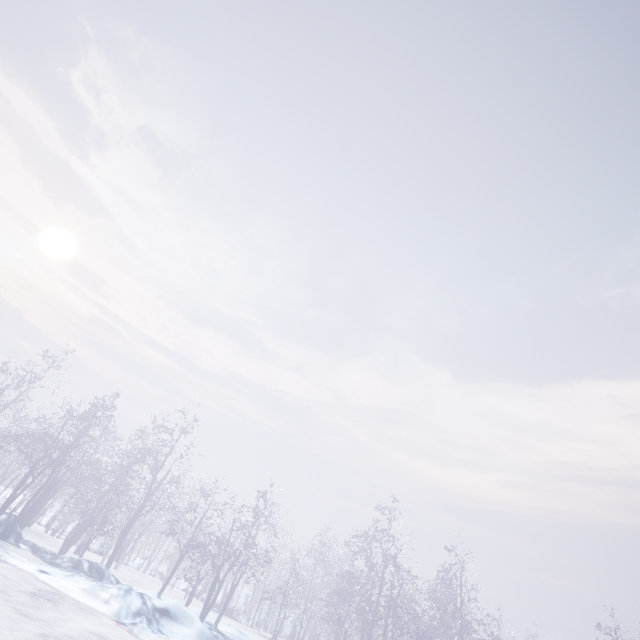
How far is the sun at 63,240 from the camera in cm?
4622

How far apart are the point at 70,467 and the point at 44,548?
3.1m

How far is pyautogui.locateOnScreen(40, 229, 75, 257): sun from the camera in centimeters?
4622cm
